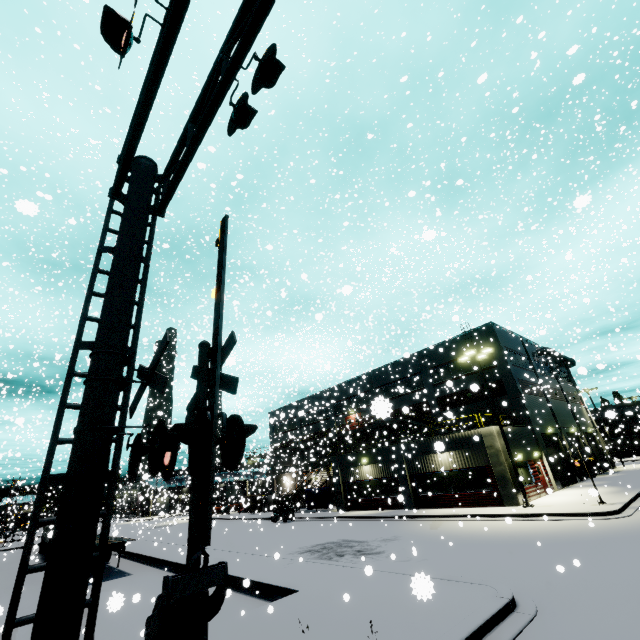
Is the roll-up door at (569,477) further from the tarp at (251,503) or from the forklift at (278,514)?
the tarp at (251,503)

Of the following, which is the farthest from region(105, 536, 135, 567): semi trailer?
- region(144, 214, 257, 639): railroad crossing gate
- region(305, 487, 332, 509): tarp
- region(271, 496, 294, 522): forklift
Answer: region(144, 214, 257, 639): railroad crossing gate

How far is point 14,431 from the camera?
27.7m

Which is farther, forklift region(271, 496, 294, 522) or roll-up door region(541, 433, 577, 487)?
forklift region(271, 496, 294, 522)

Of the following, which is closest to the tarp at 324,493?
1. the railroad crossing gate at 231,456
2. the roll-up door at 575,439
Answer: the roll-up door at 575,439

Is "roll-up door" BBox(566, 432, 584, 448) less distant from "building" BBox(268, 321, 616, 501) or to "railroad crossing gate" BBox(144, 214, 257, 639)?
"building" BBox(268, 321, 616, 501)

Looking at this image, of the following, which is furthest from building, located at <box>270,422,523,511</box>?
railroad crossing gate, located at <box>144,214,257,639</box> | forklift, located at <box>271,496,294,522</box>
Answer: forklift, located at <box>271,496,294,522</box>

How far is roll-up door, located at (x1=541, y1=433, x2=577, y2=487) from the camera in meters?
28.2 m
